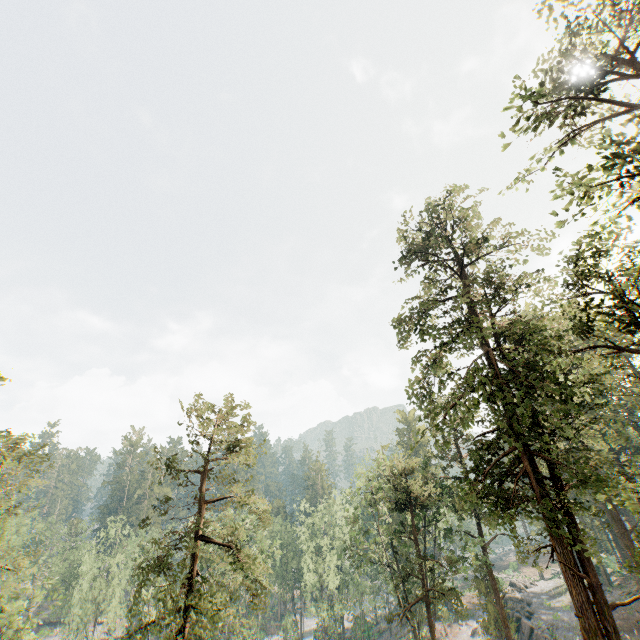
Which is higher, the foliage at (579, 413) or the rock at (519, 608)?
the foliage at (579, 413)

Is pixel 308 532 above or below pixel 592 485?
below

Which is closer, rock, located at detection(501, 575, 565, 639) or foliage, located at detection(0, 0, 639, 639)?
foliage, located at detection(0, 0, 639, 639)

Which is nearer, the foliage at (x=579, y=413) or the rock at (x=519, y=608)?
the foliage at (x=579, y=413)

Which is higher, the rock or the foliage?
the foliage
